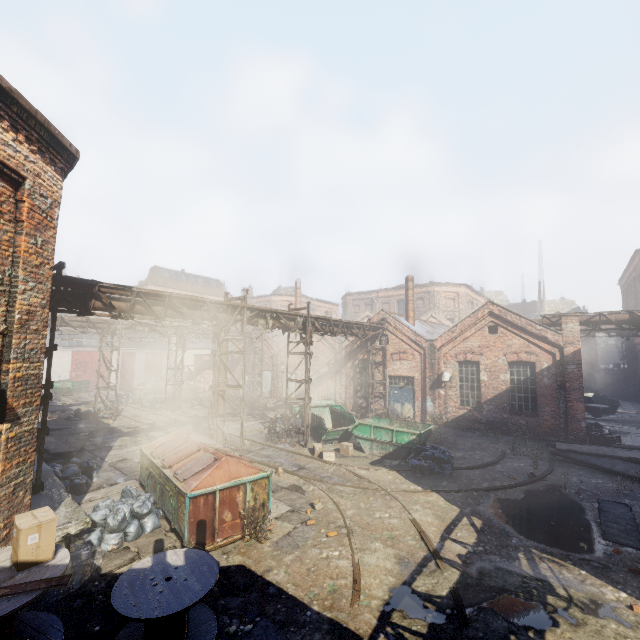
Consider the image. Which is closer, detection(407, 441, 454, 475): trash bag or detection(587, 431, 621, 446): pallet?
detection(407, 441, 454, 475): trash bag

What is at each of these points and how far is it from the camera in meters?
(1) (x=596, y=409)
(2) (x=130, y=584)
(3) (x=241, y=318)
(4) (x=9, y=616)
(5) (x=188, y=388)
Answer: (1) spool, 23.9
(2) spool, 5.0
(3) pipe, 12.9
(4) spool, 3.3
(5) trash container, 27.3

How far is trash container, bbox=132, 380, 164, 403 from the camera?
26.9m

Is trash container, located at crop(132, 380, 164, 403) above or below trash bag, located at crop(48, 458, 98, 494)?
above

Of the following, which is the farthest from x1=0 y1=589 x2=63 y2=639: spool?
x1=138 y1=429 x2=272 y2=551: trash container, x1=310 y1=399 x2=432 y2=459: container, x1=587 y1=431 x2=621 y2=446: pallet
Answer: x1=587 y1=431 x2=621 y2=446: pallet

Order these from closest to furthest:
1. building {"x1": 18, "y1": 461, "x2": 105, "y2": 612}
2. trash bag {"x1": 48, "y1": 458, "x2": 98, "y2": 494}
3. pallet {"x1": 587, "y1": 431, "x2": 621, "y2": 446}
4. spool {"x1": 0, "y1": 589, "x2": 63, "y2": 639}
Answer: spool {"x1": 0, "y1": 589, "x2": 63, "y2": 639} → building {"x1": 18, "y1": 461, "x2": 105, "y2": 612} → trash bag {"x1": 48, "y1": 458, "x2": 98, "y2": 494} → pallet {"x1": 587, "y1": 431, "x2": 621, "y2": 446}

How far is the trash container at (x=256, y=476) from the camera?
7.3m

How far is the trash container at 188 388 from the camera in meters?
26.8 m
